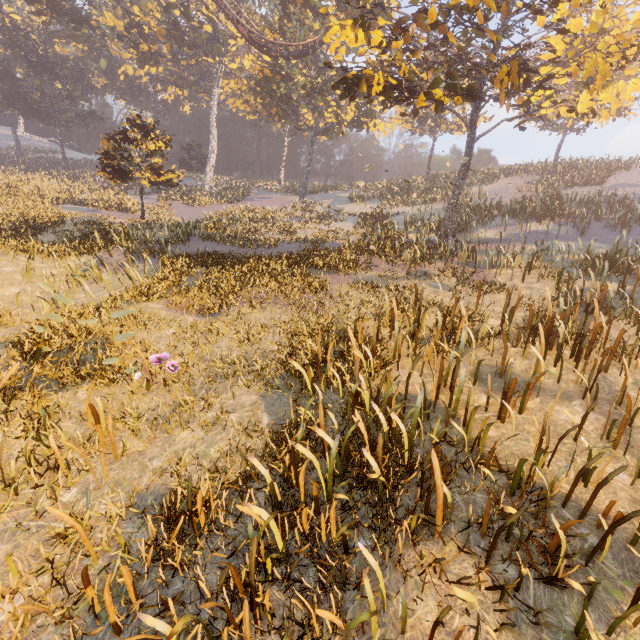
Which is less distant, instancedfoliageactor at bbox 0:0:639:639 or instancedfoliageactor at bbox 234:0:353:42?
instancedfoliageactor at bbox 0:0:639:639

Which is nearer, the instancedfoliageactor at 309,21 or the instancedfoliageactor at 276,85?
the instancedfoliageactor at 276,85

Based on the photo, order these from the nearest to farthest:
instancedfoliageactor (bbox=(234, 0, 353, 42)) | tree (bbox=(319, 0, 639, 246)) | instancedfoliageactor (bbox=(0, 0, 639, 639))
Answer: instancedfoliageactor (bbox=(0, 0, 639, 639))
tree (bbox=(319, 0, 639, 246))
instancedfoliageactor (bbox=(234, 0, 353, 42))

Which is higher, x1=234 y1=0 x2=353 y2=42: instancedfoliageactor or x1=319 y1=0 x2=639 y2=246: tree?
x1=234 y1=0 x2=353 y2=42: instancedfoliageactor

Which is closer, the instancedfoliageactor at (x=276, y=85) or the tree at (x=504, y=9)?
the instancedfoliageactor at (x=276, y=85)

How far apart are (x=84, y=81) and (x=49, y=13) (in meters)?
12.43

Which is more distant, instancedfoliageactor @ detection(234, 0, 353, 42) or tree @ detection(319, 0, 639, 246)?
instancedfoliageactor @ detection(234, 0, 353, 42)
